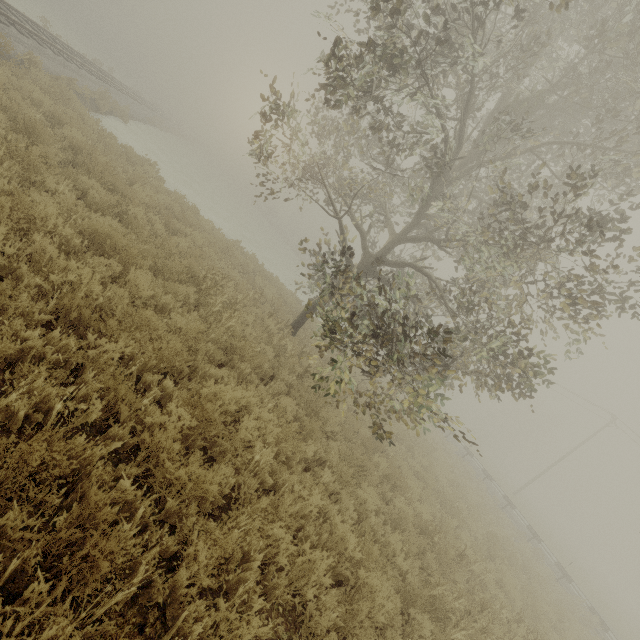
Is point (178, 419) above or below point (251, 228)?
above

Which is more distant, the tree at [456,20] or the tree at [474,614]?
the tree at [456,20]

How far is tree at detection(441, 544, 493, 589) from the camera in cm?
703

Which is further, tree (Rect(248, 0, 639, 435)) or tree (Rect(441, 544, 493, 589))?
tree (Rect(441, 544, 493, 589))

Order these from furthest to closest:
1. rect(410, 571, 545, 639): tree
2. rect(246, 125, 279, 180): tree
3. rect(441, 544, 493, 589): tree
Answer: rect(246, 125, 279, 180): tree → rect(441, 544, 493, 589): tree → rect(410, 571, 545, 639): tree

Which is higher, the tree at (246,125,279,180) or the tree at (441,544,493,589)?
the tree at (246,125,279,180)
